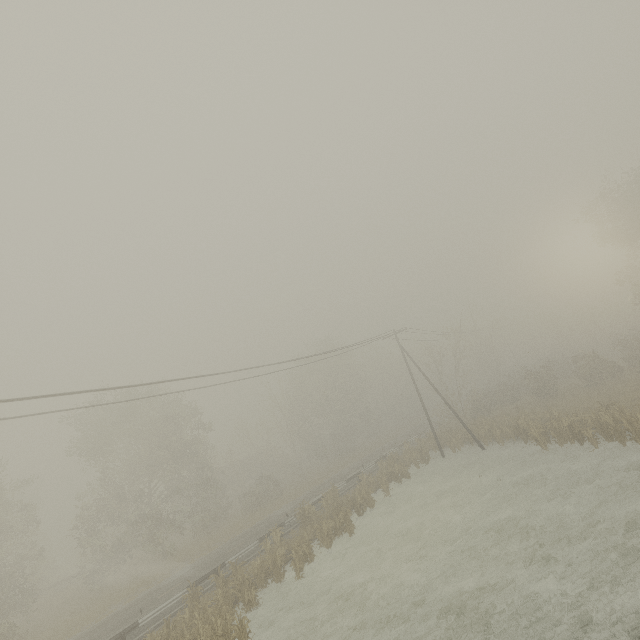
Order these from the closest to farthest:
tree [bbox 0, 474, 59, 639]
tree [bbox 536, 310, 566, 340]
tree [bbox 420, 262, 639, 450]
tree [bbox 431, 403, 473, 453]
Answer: tree [bbox 420, 262, 639, 450], tree [bbox 0, 474, 59, 639], tree [bbox 431, 403, 473, 453], tree [bbox 536, 310, 566, 340]

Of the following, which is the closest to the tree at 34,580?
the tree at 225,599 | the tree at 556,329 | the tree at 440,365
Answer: the tree at 225,599

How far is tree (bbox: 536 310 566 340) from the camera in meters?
50.4

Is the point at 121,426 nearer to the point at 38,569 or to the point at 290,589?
the point at 38,569

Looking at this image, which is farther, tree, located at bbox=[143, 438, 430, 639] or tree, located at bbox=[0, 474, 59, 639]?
tree, located at bbox=[0, 474, 59, 639]

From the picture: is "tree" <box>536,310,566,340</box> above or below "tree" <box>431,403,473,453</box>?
above

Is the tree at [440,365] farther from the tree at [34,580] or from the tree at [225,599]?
the tree at [34,580]
